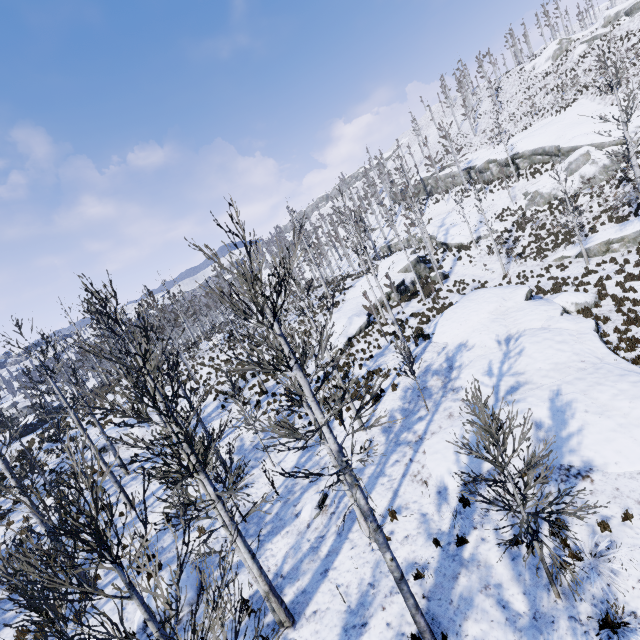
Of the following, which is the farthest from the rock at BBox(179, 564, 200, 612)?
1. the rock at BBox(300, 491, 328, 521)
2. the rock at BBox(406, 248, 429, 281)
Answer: the rock at BBox(406, 248, 429, 281)

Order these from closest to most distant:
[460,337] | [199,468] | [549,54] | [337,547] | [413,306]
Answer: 1. [199,468]
2. [337,547]
3. [460,337]
4. [413,306]
5. [549,54]

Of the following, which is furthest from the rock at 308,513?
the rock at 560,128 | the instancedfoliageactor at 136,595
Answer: the rock at 560,128

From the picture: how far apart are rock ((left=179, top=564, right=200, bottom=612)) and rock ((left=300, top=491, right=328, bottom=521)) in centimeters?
337cm

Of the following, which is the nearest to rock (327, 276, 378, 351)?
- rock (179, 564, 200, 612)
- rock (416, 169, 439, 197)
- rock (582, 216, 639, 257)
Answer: rock (582, 216, 639, 257)

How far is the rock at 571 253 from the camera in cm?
2362

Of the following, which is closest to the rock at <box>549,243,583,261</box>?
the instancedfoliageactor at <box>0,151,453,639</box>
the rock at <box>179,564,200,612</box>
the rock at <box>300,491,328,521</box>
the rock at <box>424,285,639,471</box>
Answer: the instancedfoliageactor at <box>0,151,453,639</box>

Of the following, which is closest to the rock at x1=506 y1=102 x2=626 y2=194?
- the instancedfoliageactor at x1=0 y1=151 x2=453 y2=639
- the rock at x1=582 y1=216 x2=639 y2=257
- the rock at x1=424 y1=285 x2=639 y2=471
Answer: the rock at x1=582 y1=216 x2=639 y2=257
